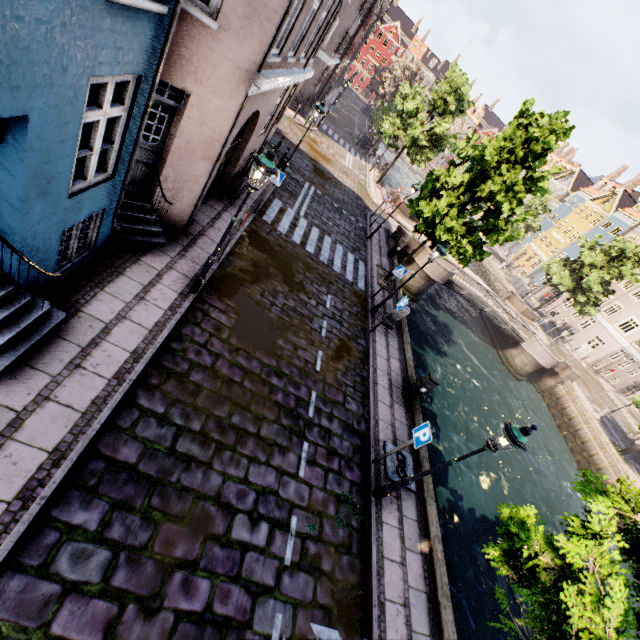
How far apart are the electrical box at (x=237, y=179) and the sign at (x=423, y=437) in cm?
964

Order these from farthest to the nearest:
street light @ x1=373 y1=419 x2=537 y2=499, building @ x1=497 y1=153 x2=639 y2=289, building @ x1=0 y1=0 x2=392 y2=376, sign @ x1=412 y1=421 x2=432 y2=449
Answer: building @ x1=497 y1=153 x2=639 y2=289
sign @ x1=412 y1=421 x2=432 y2=449
street light @ x1=373 y1=419 x2=537 y2=499
building @ x1=0 y1=0 x2=392 y2=376

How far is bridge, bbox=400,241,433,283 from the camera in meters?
21.3

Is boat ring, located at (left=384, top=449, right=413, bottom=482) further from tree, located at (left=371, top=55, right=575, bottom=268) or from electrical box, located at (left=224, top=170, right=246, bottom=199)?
electrical box, located at (left=224, top=170, right=246, bottom=199)

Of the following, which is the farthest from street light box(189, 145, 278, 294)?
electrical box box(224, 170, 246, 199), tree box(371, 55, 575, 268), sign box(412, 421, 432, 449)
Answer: tree box(371, 55, 575, 268)

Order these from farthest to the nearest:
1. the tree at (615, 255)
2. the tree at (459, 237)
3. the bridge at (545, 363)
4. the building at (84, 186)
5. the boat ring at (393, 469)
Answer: the tree at (615, 255) → the bridge at (545, 363) → the tree at (459, 237) → the boat ring at (393, 469) → the building at (84, 186)

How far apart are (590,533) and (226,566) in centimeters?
502cm

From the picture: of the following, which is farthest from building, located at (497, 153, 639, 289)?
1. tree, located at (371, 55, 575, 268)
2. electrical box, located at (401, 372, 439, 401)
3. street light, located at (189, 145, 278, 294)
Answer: street light, located at (189, 145, 278, 294)
